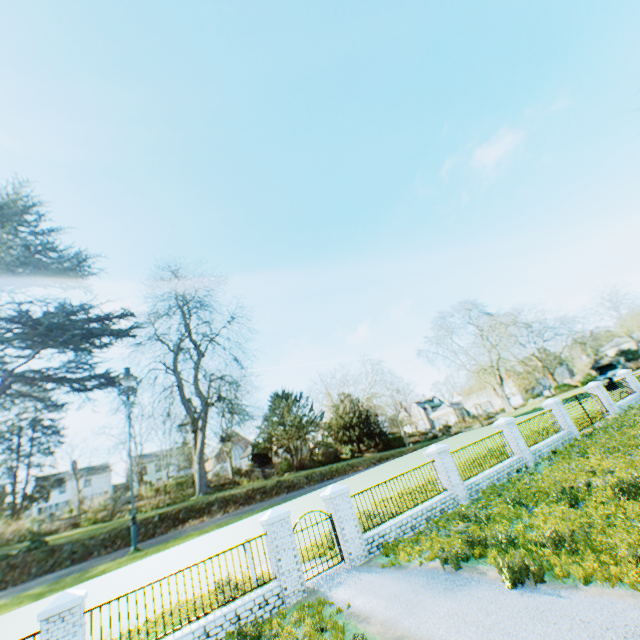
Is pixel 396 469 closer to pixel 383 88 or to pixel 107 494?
pixel 107 494

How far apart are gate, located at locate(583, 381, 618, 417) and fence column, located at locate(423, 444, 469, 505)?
15.4m

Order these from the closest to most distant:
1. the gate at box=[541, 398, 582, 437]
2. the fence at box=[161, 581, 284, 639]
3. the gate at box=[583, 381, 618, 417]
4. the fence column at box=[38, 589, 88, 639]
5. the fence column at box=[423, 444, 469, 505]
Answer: the fence column at box=[38, 589, 88, 639] → the fence at box=[161, 581, 284, 639] → the fence column at box=[423, 444, 469, 505] → the gate at box=[541, 398, 582, 437] → the gate at box=[583, 381, 618, 417]

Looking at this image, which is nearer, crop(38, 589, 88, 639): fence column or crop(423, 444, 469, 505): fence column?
crop(38, 589, 88, 639): fence column

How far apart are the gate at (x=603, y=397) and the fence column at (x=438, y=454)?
15.4m

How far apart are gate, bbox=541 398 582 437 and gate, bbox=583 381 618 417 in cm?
482

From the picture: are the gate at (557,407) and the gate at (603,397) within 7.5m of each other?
yes

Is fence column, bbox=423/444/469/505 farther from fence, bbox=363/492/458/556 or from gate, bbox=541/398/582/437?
gate, bbox=541/398/582/437
